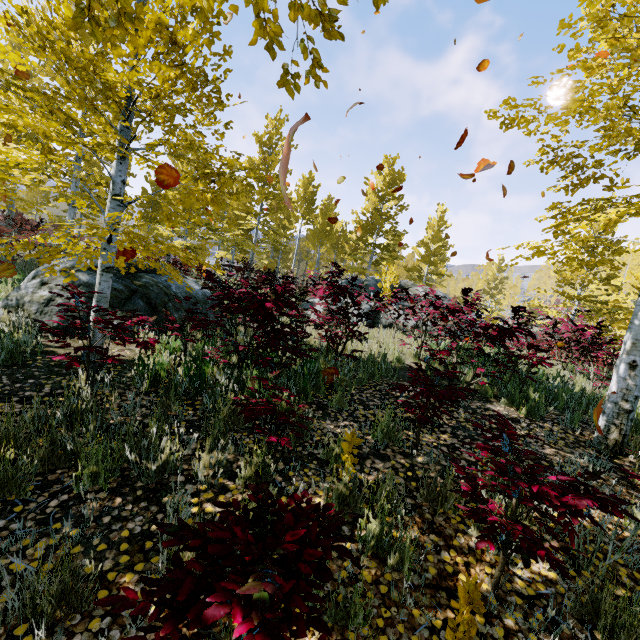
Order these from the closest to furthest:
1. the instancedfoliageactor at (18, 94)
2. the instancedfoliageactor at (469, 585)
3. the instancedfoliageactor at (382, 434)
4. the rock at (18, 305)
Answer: the instancedfoliageactor at (469, 585) < the instancedfoliageactor at (18, 94) < the instancedfoliageactor at (382, 434) < the rock at (18, 305)

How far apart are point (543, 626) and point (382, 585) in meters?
1.0

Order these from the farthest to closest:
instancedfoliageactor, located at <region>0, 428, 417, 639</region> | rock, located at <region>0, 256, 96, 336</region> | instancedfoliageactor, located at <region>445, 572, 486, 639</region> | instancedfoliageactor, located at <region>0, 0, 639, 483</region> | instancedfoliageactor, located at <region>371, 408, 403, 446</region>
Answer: rock, located at <region>0, 256, 96, 336</region>, instancedfoliageactor, located at <region>371, 408, 403, 446</region>, instancedfoliageactor, located at <region>0, 0, 639, 483</region>, instancedfoliageactor, located at <region>445, 572, 486, 639</region>, instancedfoliageactor, located at <region>0, 428, 417, 639</region>

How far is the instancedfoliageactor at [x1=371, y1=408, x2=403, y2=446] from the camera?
3.6 meters

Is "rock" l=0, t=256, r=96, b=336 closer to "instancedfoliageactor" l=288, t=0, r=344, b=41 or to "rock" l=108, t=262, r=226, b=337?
"instancedfoliageactor" l=288, t=0, r=344, b=41

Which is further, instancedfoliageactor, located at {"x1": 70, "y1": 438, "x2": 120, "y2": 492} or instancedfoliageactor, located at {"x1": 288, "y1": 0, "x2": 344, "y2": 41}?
instancedfoliageactor, located at {"x1": 70, "y1": 438, "x2": 120, "y2": 492}

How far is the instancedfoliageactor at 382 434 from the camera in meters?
3.6
